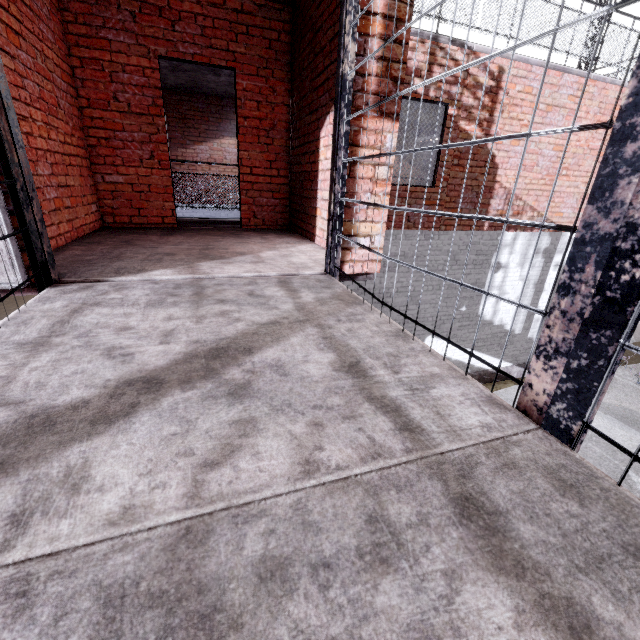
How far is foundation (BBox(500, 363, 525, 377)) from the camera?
9.05m

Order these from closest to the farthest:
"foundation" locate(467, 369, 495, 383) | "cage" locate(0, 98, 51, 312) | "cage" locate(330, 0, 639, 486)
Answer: "cage" locate(330, 0, 639, 486) < "cage" locate(0, 98, 51, 312) < "foundation" locate(467, 369, 495, 383)

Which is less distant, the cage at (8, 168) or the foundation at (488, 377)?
the cage at (8, 168)

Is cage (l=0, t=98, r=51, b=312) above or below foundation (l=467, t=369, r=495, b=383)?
above

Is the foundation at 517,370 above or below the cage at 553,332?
below

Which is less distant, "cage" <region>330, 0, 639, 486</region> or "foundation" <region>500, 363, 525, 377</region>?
"cage" <region>330, 0, 639, 486</region>

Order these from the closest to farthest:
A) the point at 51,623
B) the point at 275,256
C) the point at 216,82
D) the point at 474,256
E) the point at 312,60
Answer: the point at 51,623
the point at 275,256
the point at 312,60
the point at 474,256
the point at 216,82
